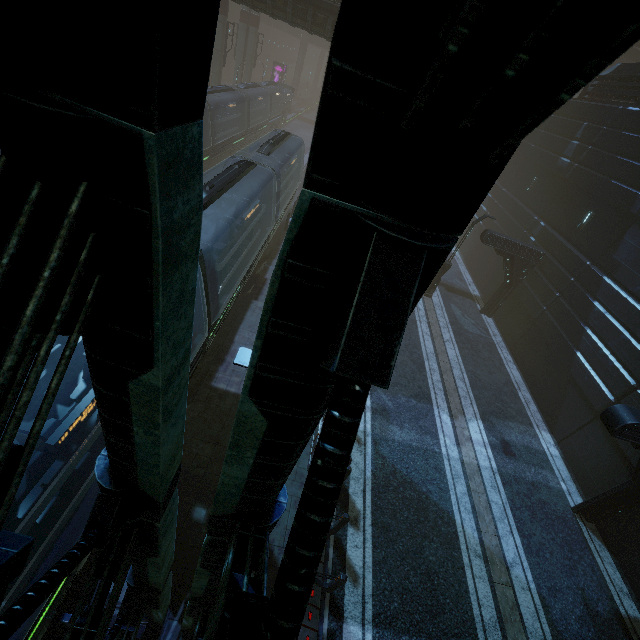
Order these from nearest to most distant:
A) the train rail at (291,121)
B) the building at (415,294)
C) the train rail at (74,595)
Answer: the building at (415,294)
the train rail at (74,595)
the train rail at (291,121)

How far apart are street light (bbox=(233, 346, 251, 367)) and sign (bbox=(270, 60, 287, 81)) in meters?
63.5

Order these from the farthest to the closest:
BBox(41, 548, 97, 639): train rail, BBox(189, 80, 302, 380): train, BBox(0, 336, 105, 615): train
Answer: BBox(189, 80, 302, 380): train
BBox(41, 548, 97, 639): train rail
BBox(0, 336, 105, 615): train

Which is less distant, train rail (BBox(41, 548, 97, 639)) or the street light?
the street light

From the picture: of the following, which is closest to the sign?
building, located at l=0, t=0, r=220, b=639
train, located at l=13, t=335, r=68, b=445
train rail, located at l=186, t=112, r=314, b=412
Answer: building, located at l=0, t=0, r=220, b=639

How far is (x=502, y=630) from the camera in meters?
8.2

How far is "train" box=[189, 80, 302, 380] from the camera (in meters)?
9.80

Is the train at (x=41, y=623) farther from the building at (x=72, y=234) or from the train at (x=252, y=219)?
the train at (x=252, y=219)
